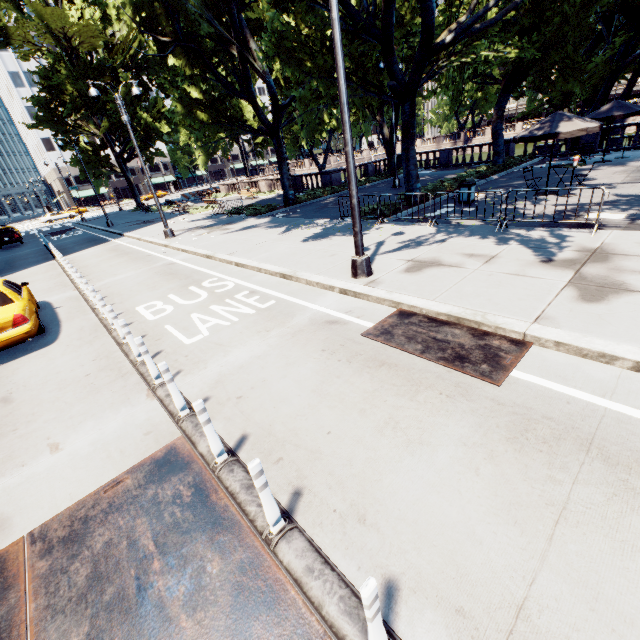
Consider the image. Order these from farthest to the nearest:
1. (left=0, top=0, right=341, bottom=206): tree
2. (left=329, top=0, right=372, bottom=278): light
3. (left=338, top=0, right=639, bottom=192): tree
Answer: (left=0, top=0, right=341, bottom=206): tree, (left=338, top=0, right=639, bottom=192): tree, (left=329, top=0, right=372, bottom=278): light

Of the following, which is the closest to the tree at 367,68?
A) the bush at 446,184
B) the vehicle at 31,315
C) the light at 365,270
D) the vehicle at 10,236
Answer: the bush at 446,184

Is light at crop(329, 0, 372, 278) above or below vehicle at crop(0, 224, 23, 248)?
below

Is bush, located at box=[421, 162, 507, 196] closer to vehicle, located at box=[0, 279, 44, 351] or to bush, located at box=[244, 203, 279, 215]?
bush, located at box=[244, 203, 279, 215]

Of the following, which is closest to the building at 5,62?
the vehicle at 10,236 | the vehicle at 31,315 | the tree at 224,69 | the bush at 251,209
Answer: the tree at 224,69

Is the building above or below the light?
above

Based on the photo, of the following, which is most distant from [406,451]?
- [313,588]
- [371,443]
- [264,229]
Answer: [264,229]

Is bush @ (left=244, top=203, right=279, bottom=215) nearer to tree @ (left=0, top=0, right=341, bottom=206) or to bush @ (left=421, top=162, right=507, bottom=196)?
tree @ (left=0, top=0, right=341, bottom=206)
